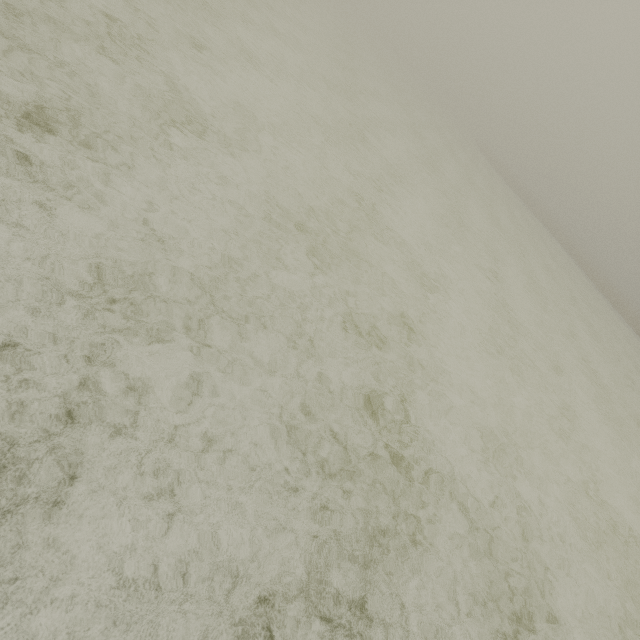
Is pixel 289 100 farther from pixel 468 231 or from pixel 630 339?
pixel 630 339
